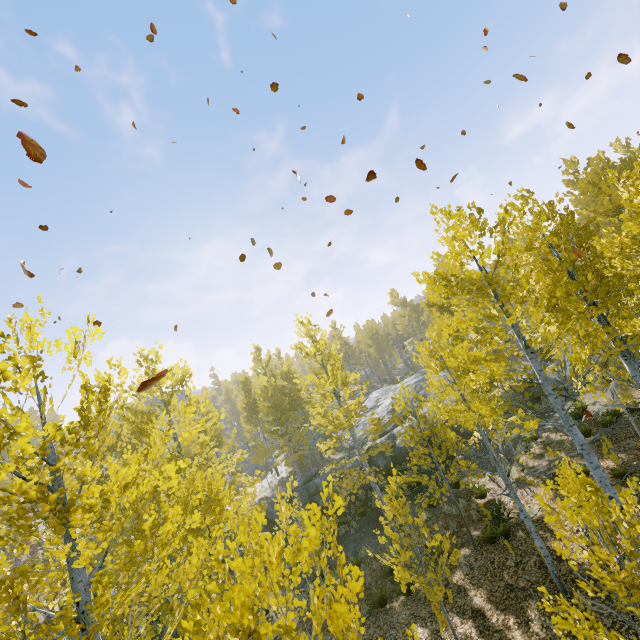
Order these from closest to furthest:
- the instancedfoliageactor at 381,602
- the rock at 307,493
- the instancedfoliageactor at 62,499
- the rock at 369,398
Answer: the instancedfoliageactor at 62,499 < the instancedfoliageactor at 381,602 < the rock at 307,493 < the rock at 369,398

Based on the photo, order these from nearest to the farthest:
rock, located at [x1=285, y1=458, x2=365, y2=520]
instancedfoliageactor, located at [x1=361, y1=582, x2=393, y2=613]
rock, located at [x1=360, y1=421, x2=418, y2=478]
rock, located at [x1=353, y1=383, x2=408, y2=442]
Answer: instancedfoliageactor, located at [x1=361, y1=582, x2=393, y2=613]
rock, located at [x1=285, y1=458, x2=365, y2=520]
rock, located at [x1=360, y1=421, x2=418, y2=478]
rock, located at [x1=353, y1=383, x2=408, y2=442]

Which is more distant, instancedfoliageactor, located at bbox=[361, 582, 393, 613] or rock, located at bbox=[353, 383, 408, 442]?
rock, located at bbox=[353, 383, 408, 442]

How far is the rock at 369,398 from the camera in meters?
24.7 m

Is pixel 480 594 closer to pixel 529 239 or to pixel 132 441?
pixel 529 239

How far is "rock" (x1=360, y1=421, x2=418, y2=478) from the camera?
18.6m
